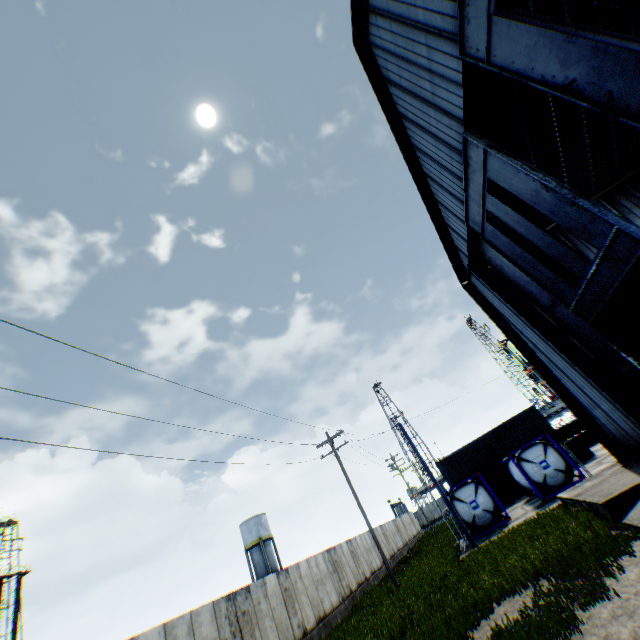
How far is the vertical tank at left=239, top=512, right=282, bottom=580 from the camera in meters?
43.5

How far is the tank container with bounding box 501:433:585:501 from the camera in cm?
2008

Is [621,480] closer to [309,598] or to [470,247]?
[470,247]

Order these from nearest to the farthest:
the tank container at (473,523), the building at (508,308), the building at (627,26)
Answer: the building at (508,308), the building at (627,26), the tank container at (473,523)

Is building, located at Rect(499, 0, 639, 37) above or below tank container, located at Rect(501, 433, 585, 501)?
above

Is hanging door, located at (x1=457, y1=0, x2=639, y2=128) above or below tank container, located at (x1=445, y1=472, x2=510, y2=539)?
above

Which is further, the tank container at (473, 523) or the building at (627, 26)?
the tank container at (473, 523)
